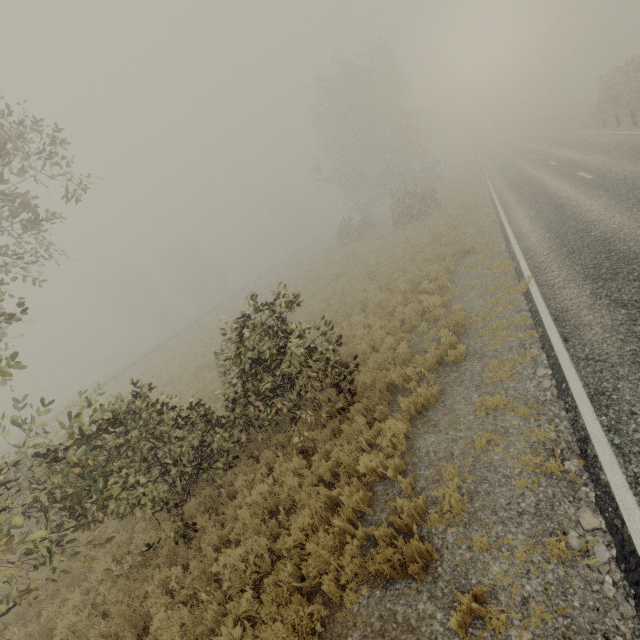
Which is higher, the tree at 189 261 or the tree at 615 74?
the tree at 189 261

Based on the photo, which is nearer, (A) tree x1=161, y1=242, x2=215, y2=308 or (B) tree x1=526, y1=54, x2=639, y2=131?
(B) tree x1=526, y1=54, x2=639, y2=131

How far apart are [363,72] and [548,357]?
38.87m

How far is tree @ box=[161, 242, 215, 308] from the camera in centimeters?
5616cm

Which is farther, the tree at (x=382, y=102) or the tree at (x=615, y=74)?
the tree at (x=382, y=102)

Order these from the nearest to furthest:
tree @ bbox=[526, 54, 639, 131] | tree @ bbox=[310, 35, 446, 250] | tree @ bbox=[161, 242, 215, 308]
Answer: tree @ bbox=[526, 54, 639, 131] < tree @ bbox=[310, 35, 446, 250] < tree @ bbox=[161, 242, 215, 308]
